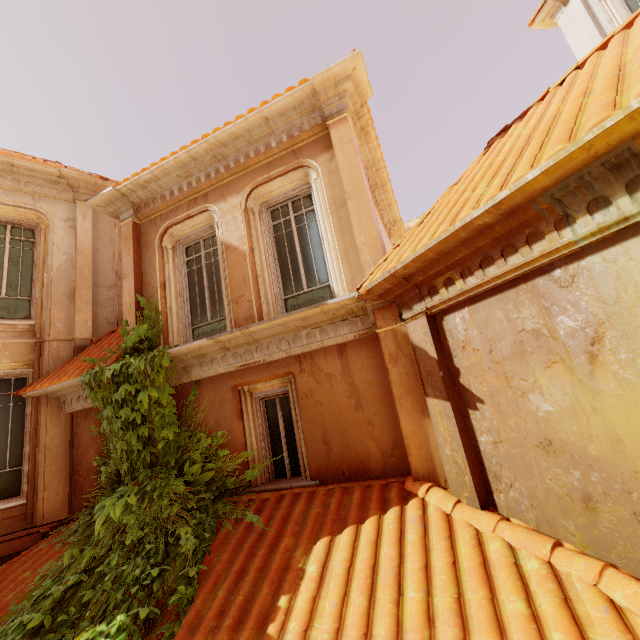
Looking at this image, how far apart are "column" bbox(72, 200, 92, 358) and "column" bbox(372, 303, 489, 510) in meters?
7.1 m

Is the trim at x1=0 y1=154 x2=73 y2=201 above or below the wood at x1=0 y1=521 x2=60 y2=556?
above

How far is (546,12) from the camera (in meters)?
11.81

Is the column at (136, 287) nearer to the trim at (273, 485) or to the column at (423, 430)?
the trim at (273, 485)

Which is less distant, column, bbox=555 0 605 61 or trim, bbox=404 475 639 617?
trim, bbox=404 475 639 617

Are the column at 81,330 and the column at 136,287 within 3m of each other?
yes

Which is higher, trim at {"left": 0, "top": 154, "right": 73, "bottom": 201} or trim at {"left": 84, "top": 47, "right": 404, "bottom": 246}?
trim at {"left": 0, "top": 154, "right": 73, "bottom": 201}

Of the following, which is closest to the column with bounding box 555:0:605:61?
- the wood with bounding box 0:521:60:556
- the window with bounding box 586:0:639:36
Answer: the window with bounding box 586:0:639:36
